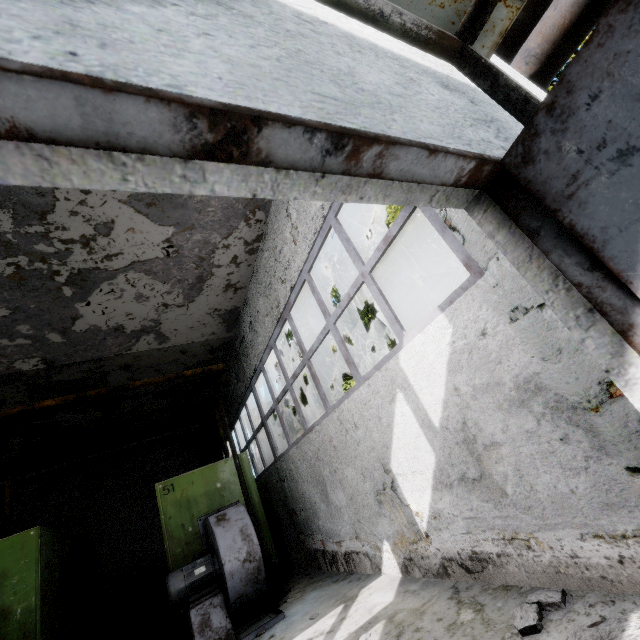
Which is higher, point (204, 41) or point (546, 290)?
point (204, 41)

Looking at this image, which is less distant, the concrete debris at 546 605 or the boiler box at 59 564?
the concrete debris at 546 605

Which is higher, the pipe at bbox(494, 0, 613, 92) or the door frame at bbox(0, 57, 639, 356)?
the pipe at bbox(494, 0, 613, 92)

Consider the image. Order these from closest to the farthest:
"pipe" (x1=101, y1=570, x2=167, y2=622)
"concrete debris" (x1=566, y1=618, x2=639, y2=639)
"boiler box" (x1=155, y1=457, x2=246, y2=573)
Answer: "concrete debris" (x1=566, y1=618, x2=639, y2=639) < "boiler box" (x1=155, y1=457, x2=246, y2=573) < "pipe" (x1=101, y1=570, x2=167, y2=622)

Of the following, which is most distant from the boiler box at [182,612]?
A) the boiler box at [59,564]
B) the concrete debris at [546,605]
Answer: the concrete debris at [546,605]

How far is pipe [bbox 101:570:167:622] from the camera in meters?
11.4 m

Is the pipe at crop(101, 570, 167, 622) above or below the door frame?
below

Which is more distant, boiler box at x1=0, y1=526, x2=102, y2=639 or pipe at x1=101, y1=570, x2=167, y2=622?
pipe at x1=101, y1=570, x2=167, y2=622
